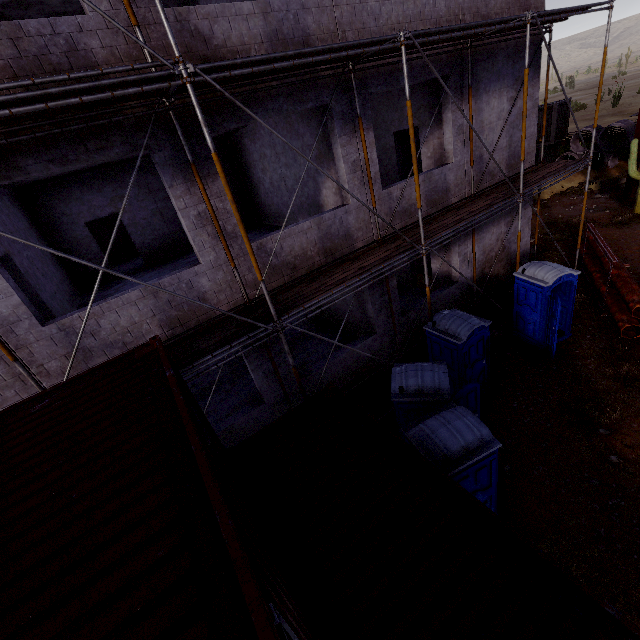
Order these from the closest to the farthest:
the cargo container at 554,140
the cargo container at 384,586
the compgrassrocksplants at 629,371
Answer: the cargo container at 384,586
the compgrassrocksplants at 629,371
the cargo container at 554,140

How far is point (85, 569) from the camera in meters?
1.9 m

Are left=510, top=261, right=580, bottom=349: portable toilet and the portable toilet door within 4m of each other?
yes

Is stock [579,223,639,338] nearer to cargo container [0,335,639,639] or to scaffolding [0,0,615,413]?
scaffolding [0,0,615,413]

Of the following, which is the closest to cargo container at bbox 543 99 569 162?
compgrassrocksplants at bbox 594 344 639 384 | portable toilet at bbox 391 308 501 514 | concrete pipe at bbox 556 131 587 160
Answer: concrete pipe at bbox 556 131 587 160

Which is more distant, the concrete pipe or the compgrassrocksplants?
the concrete pipe

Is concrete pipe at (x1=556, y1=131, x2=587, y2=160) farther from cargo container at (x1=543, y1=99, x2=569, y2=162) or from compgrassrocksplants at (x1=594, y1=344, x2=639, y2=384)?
compgrassrocksplants at (x1=594, y1=344, x2=639, y2=384)

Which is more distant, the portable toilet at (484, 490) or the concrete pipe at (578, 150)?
the concrete pipe at (578, 150)
